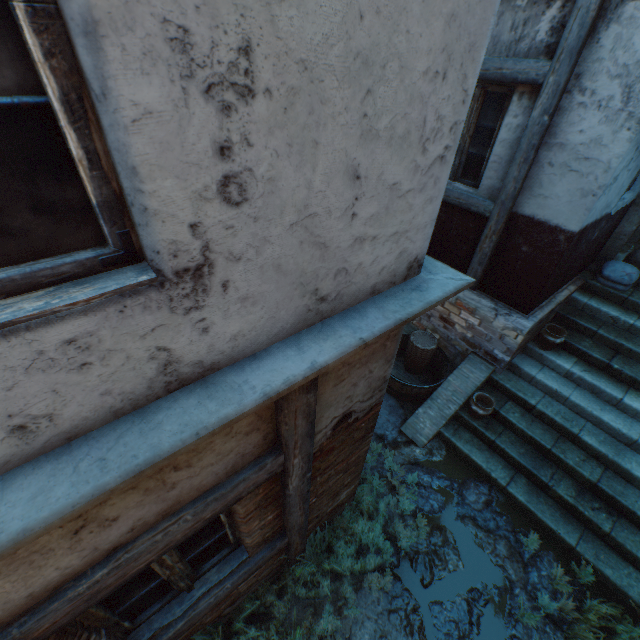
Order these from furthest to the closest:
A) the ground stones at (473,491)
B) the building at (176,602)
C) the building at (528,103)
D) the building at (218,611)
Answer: the ground stones at (473,491) < the building at (218,611) < the building at (176,602) < the building at (528,103)

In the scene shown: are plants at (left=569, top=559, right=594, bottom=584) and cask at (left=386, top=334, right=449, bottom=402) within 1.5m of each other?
no

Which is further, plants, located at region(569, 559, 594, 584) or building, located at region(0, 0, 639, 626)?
plants, located at region(569, 559, 594, 584)

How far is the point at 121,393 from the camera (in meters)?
1.13

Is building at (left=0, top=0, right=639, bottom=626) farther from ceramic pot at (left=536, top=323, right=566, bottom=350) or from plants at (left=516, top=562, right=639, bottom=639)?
plants at (left=516, top=562, right=639, bottom=639)

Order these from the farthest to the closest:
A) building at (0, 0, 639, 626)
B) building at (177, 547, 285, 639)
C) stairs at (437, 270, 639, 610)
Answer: stairs at (437, 270, 639, 610) < building at (177, 547, 285, 639) < building at (0, 0, 639, 626)

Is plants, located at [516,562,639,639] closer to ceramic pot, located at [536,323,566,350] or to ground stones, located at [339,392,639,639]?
ground stones, located at [339,392,639,639]

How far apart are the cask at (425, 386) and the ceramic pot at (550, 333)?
1.52m
